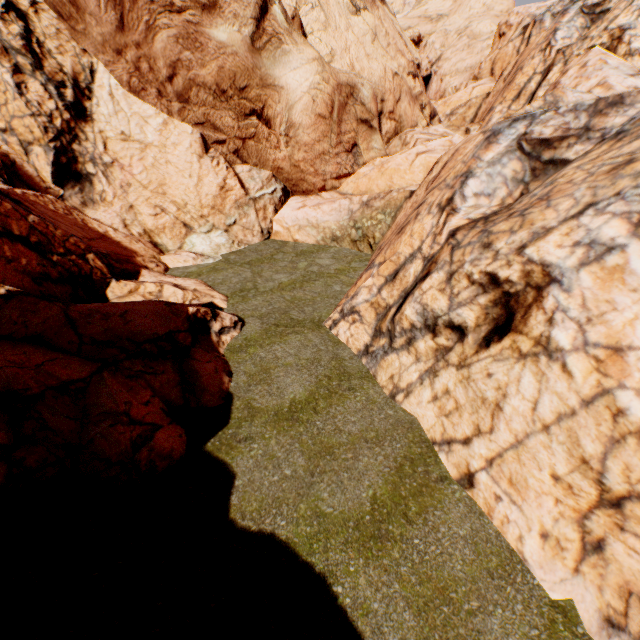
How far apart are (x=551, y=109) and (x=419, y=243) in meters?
4.4 m
